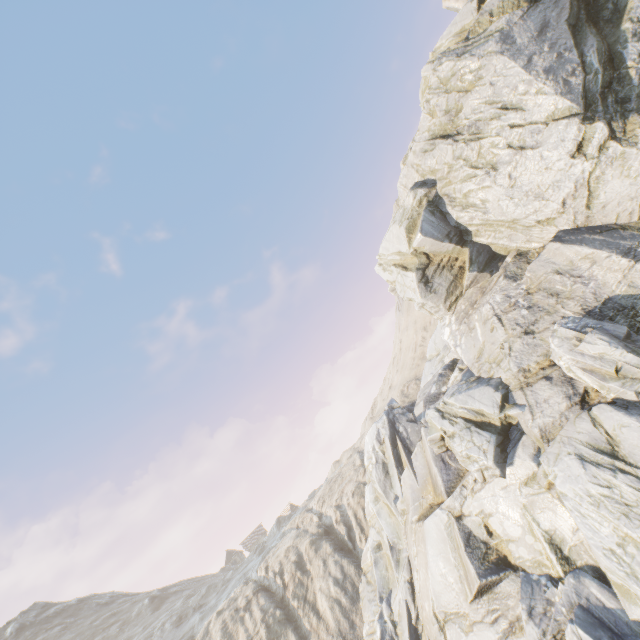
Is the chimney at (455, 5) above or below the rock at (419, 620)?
above

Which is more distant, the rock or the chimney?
the chimney

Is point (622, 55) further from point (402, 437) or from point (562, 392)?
point (402, 437)

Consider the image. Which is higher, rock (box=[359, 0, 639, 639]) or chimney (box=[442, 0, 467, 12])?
chimney (box=[442, 0, 467, 12])

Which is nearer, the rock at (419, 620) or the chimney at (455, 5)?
the rock at (419, 620)
